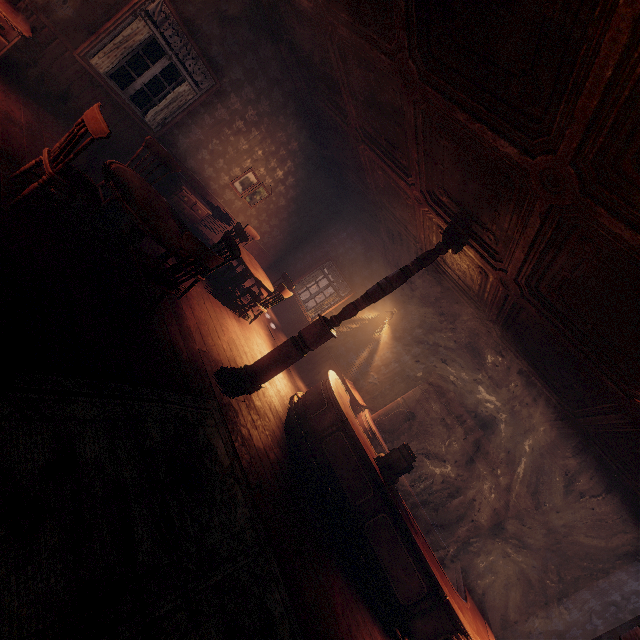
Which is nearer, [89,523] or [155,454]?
[89,523]

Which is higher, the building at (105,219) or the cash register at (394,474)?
the cash register at (394,474)

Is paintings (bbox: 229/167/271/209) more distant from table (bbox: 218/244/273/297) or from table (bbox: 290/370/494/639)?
table (bbox: 290/370/494/639)

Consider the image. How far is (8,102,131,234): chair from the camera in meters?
2.9

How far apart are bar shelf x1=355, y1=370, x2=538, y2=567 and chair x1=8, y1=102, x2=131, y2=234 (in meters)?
6.35

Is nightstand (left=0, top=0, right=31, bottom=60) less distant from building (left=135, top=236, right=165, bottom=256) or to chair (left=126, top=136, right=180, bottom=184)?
building (left=135, top=236, right=165, bottom=256)

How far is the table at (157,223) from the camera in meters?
3.4

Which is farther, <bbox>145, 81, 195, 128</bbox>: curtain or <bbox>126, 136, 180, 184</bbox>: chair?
<bbox>145, 81, 195, 128</bbox>: curtain
